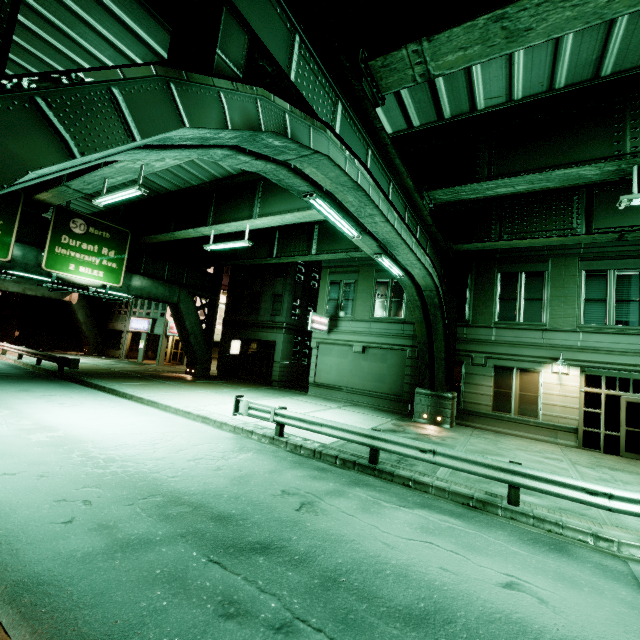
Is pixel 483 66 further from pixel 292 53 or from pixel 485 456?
pixel 485 456

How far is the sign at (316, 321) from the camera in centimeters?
2016cm

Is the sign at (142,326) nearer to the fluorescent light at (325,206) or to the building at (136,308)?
the building at (136,308)

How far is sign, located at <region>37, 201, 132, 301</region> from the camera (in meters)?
17.39

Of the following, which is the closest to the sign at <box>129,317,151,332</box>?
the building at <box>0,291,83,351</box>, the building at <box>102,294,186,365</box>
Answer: the building at <box>102,294,186,365</box>

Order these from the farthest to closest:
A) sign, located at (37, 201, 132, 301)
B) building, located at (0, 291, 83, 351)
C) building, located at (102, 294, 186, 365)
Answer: building, located at (0, 291, 83, 351), building, located at (102, 294, 186, 365), sign, located at (37, 201, 132, 301)

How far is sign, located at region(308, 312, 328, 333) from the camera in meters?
20.2 m

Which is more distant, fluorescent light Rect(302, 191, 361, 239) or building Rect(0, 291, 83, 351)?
building Rect(0, 291, 83, 351)
